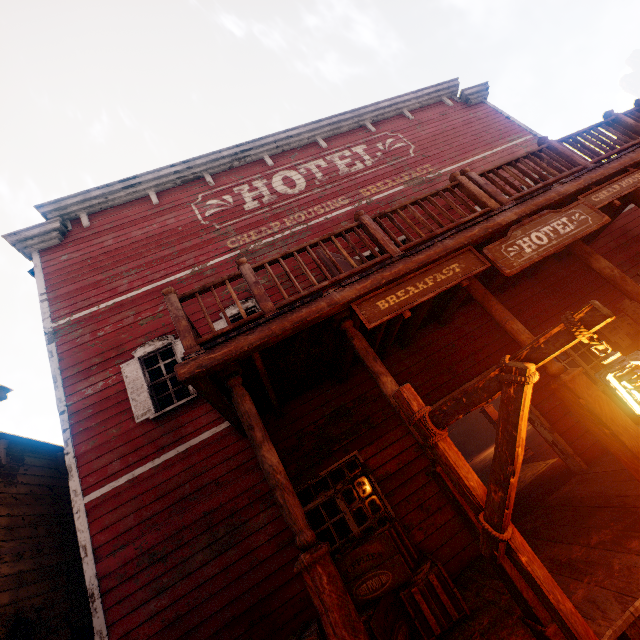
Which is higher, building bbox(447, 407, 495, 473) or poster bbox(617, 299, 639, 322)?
poster bbox(617, 299, 639, 322)

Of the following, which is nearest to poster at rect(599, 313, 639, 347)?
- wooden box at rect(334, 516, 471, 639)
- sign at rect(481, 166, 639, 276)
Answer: sign at rect(481, 166, 639, 276)

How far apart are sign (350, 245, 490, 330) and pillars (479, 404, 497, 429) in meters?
6.5 m

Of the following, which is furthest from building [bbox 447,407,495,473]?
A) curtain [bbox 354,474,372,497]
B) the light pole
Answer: the light pole

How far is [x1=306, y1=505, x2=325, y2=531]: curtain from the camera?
5.6 meters

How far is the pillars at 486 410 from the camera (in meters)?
9.72

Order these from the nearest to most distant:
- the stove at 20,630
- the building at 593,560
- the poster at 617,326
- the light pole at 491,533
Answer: the light pole at 491,533 → the building at 593,560 → the stove at 20,630 → the poster at 617,326

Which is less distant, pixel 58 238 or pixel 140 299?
pixel 140 299
